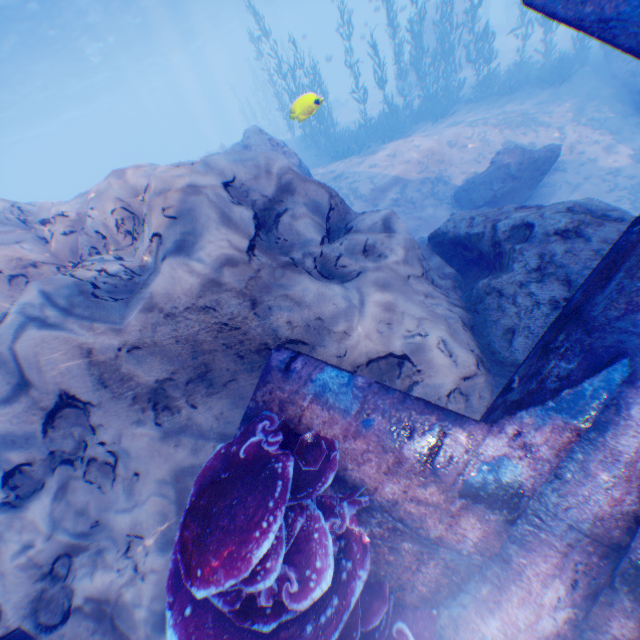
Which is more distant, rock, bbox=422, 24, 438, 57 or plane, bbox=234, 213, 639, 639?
rock, bbox=422, 24, 438, 57

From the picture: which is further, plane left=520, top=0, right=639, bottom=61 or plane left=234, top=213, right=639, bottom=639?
plane left=520, top=0, right=639, bottom=61

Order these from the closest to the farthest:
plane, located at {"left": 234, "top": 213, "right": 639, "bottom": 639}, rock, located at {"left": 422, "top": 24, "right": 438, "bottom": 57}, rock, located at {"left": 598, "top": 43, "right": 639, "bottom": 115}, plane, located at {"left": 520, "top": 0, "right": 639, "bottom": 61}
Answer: plane, located at {"left": 234, "top": 213, "right": 639, "bottom": 639}
plane, located at {"left": 520, "top": 0, "right": 639, "bottom": 61}
rock, located at {"left": 598, "top": 43, "right": 639, "bottom": 115}
rock, located at {"left": 422, "top": 24, "right": 438, "bottom": 57}

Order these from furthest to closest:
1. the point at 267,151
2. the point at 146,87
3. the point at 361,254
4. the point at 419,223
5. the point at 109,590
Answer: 1. the point at 146,87
2. the point at 267,151
3. the point at 419,223
4. the point at 361,254
5. the point at 109,590

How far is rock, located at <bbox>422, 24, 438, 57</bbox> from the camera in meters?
23.6 m

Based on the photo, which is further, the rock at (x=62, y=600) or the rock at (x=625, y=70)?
the rock at (x=625, y=70)

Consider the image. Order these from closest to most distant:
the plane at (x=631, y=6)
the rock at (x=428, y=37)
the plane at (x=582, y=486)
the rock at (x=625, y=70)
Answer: the plane at (x=582, y=486) → the plane at (x=631, y=6) → the rock at (x=625, y=70) → the rock at (x=428, y=37)
